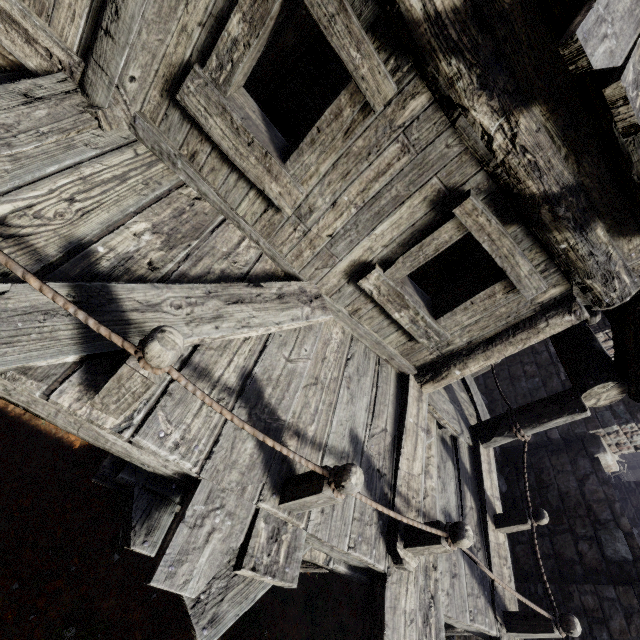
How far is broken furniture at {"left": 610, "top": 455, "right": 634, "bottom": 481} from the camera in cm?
1447

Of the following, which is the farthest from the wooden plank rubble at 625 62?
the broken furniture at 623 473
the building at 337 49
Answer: the broken furniture at 623 473

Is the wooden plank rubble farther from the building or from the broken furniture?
the broken furniture

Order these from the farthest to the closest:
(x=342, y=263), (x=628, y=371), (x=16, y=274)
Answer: (x=628, y=371), (x=342, y=263), (x=16, y=274)

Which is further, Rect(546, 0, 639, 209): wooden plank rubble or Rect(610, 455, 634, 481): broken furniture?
Rect(610, 455, 634, 481): broken furniture

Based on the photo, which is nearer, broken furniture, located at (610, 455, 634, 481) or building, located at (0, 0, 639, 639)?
building, located at (0, 0, 639, 639)
